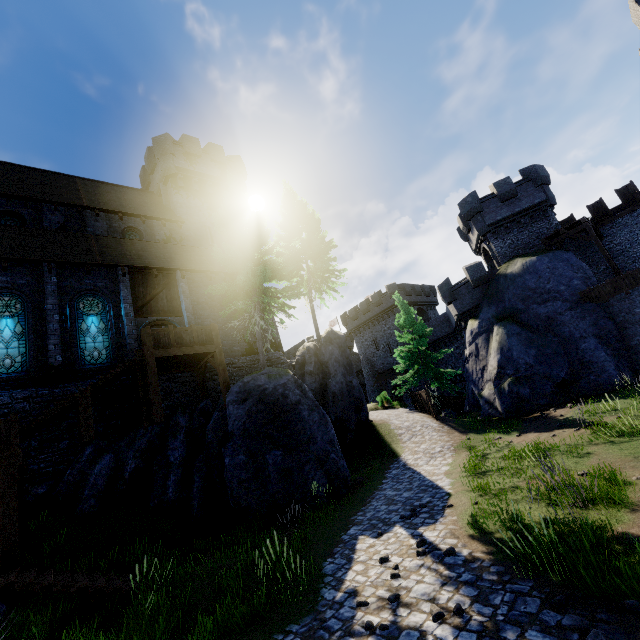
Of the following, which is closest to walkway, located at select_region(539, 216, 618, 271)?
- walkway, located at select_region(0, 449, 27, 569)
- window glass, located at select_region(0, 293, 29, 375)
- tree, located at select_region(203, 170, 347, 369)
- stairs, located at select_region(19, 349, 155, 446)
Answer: tree, located at select_region(203, 170, 347, 369)

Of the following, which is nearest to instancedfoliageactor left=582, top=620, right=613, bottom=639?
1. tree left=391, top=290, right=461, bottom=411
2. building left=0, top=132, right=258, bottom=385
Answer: building left=0, top=132, right=258, bottom=385

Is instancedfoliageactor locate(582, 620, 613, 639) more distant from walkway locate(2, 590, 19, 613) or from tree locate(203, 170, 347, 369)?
tree locate(203, 170, 347, 369)

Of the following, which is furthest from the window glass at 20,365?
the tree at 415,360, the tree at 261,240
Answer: the tree at 415,360

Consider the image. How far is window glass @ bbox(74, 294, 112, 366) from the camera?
15.0m

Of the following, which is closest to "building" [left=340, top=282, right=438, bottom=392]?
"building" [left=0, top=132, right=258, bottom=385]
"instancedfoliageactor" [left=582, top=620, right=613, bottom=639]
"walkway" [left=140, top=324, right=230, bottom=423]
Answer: "building" [left=0, top=132, right=258, bottom=385]

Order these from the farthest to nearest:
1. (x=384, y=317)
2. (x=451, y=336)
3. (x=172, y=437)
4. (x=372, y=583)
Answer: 1. (x=384, y=317)
2. (x=451, y=336)
3. (x=172, y=437)
4. (x=372, y=583)

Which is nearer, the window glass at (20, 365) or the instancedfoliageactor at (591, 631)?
the instancedfoliageactor at (591, 631)
